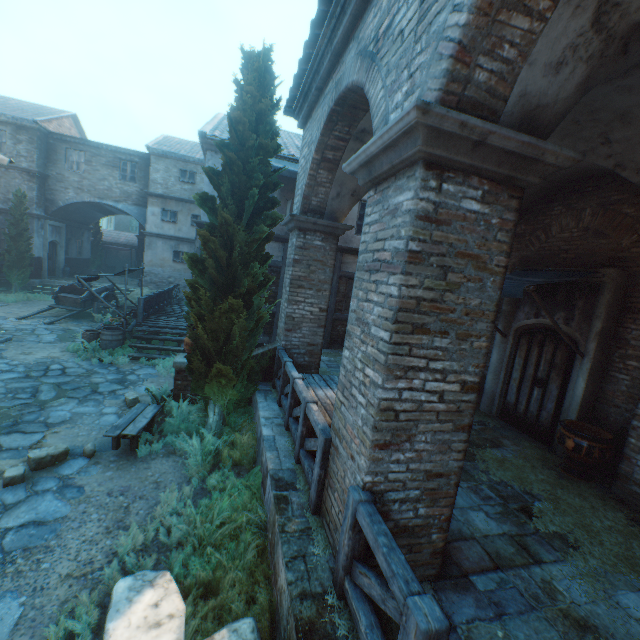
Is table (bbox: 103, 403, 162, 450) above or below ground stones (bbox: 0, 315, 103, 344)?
above

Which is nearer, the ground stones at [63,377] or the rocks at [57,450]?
the rocks at [57,450]

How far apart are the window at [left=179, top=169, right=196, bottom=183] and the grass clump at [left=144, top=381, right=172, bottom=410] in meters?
17.1

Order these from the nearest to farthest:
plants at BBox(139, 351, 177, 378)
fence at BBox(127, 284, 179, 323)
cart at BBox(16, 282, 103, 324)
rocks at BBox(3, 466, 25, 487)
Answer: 1. rocks at BBox(3, 466, 25, 487)
2. plants at BBox(139, 351, 177, 378)
3. fence at BBox(127, 284, 179, 323)
4. cart at BBox(16, 282, 103, 324)

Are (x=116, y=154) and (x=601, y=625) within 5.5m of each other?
no

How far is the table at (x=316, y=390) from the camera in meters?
4.9 m

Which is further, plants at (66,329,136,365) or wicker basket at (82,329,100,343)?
wicker basket at (82,329,100,343)

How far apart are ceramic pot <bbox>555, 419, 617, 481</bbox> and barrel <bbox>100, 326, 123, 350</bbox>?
12.35m
